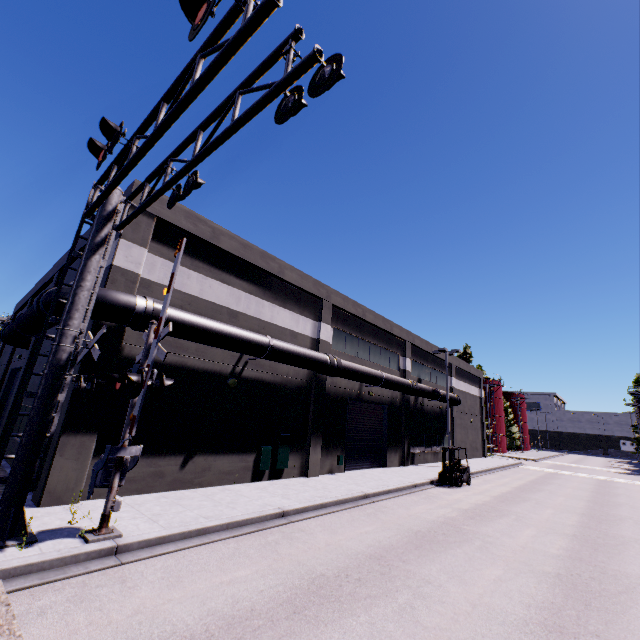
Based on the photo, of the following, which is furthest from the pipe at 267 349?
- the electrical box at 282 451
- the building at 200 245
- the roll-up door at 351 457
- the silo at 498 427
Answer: the silo at 498 427

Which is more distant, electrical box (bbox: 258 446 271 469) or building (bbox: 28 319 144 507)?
electrical box (bbox: 258 446 271 469)

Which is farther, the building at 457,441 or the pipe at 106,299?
the building at 457,441

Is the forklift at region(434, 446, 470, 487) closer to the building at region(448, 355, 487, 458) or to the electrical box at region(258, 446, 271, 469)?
the electrical box at region(258, 446, 271, 469)

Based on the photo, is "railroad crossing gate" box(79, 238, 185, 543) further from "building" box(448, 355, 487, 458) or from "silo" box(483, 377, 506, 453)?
"silo" box(483, 377, 506, 453)

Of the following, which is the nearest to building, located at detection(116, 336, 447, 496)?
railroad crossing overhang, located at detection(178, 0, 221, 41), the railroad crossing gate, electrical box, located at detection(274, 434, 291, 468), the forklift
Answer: electrical box, located at detection(274, 434, 291, 468)

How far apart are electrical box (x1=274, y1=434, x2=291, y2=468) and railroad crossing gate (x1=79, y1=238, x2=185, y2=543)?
7.3 meters

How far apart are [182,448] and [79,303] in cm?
677
